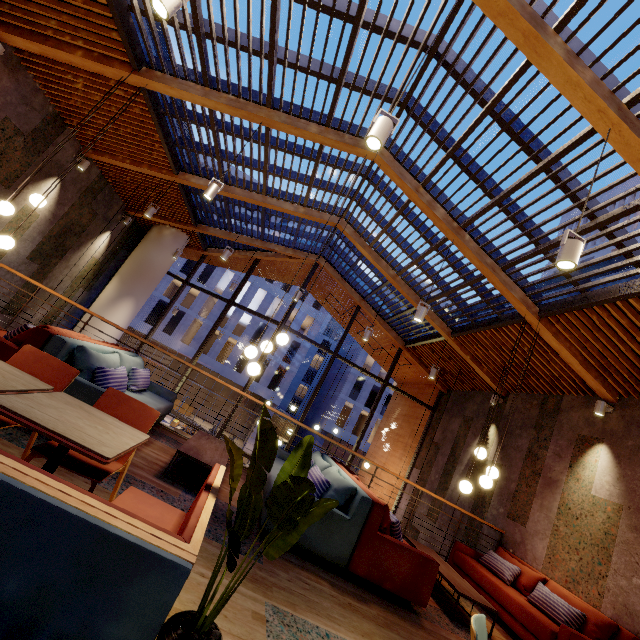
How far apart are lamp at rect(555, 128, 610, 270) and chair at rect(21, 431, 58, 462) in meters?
3.7

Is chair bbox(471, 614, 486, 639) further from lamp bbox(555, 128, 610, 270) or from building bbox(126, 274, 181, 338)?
building bbox(126, 274, 181, 338)

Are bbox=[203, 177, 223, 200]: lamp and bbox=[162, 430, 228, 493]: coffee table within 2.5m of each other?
no

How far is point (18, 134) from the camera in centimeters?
600cm

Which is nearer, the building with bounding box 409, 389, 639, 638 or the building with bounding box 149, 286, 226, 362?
the building with bounding box 409, 389, 639, 638

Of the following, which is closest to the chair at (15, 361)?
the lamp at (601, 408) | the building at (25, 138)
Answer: the building at (25, 138)

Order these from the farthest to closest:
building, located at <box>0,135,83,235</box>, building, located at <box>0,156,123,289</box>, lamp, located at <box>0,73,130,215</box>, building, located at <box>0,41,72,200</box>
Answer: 1. building, located at <box>0,156,123,289</box>
2. building, located at <box>0,135,83,235</box>
3. building, located at <box>0,41,72,200</box>
4. lamp, located at <box>0,73,130,215</box>

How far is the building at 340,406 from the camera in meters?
34.1 m
